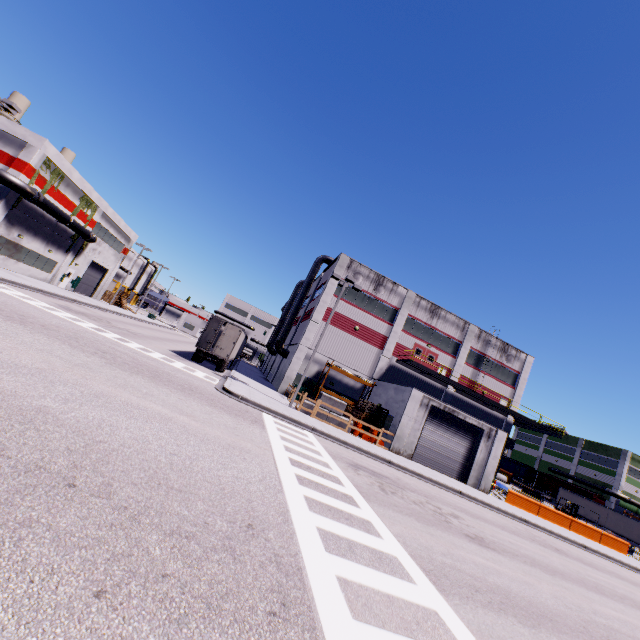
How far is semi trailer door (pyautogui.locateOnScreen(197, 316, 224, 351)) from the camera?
24.5 meters

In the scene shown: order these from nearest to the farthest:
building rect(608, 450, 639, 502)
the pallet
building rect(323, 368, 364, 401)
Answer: the pallet, building rect(323, 368, 364, 401), building rect(608, 450, 639, 502)

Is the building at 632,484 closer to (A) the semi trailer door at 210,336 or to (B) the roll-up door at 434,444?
(B) the roll-up door at 434,444

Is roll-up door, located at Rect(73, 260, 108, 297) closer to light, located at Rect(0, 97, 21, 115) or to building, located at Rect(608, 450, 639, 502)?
building, located at Rect(608, 450, 639, 502)

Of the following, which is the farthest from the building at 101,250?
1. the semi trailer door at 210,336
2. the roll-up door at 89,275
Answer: the semi trailer door at 210,336

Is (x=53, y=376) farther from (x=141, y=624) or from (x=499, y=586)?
(x=499, y=586)

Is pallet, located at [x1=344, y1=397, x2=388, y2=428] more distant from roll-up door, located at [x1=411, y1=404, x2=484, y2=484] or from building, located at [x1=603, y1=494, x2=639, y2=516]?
roll-up door, located at [x1=411, y1=404, x2=484, y2=484]

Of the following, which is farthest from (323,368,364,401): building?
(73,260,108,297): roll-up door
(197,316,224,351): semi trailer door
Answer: (197,316,224,351): semi trailer door
